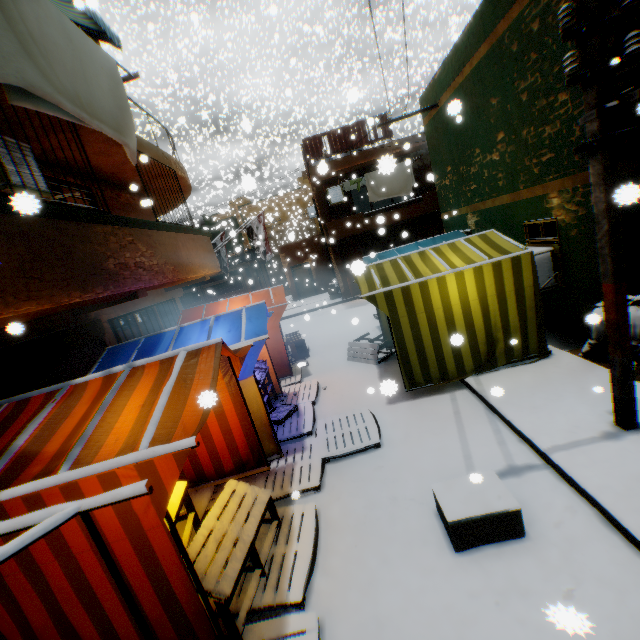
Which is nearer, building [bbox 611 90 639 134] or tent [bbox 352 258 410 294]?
building [bbox 611 90 639 134]

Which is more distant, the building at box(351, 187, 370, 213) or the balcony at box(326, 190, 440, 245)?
the building at box(351, 187, 370, 213)

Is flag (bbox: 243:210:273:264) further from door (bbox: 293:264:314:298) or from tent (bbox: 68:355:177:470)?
door (bbox: 293:264:314:298)

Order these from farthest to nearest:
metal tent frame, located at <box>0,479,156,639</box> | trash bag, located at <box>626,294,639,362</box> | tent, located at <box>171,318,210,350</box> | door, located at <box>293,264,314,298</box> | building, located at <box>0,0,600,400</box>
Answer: door, located at <box>293,264,314,298</box>, tent, located at <box>171,318,210,350</box>, trash bag, located at <box>626,294,639,362</box>, building, located at <box>0,0,600,400</box>, metal tent frame, located at <box>0,479,156,639</box>

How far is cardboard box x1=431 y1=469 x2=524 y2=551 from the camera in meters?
3.2 m

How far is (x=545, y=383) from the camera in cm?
532

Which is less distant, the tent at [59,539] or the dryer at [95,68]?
the tent at [59,539]

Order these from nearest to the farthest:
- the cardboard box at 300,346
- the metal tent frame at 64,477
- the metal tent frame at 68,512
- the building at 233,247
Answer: the metal tent frame at 68,512 < the metal tent frame at 64,477 < the cardboard box at 300,346 < the building at 233,247
